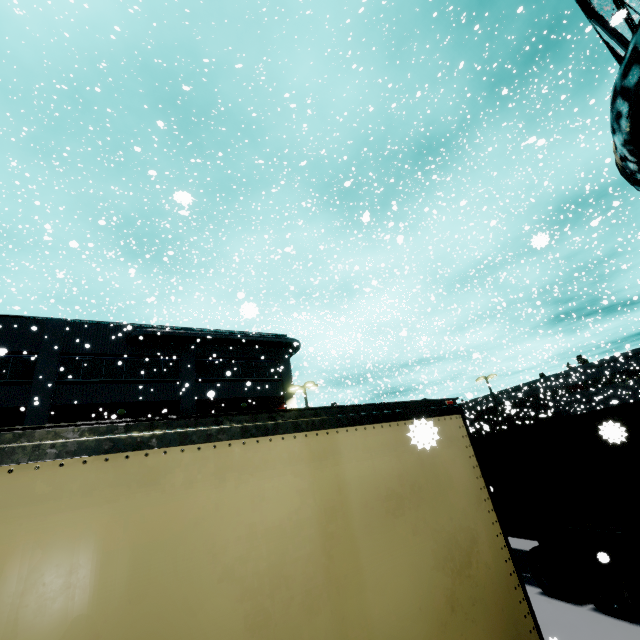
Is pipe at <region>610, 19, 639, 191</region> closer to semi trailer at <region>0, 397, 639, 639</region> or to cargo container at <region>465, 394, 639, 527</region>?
semi trailer at <region>0, 397, 639, 639</region>

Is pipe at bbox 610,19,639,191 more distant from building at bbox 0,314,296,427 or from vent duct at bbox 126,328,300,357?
vent duct at bbox 126,328,300,357

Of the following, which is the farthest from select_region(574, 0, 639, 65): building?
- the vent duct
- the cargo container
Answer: the cargo container

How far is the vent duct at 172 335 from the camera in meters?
22.0 m

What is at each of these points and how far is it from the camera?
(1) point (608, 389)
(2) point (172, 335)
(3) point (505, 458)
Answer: (1) building, 46.88m
(2) vent duct, 22.80m
(3) cargo container, 8.77m

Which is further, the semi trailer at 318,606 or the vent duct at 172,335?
the vent duct at 172,335

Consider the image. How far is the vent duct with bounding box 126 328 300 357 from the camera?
22.02m

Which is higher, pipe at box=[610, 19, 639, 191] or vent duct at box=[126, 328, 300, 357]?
vent duct at box=[126, 328, 300, 357]
